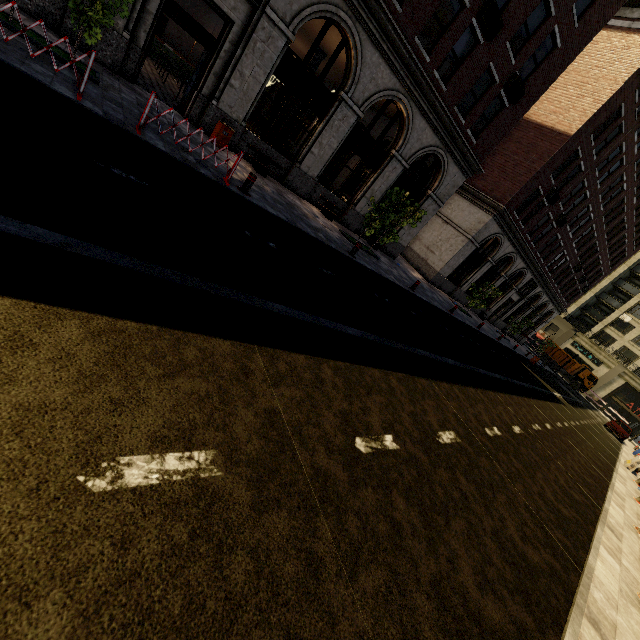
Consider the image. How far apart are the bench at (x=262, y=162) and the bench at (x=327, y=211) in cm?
234

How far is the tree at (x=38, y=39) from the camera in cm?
689

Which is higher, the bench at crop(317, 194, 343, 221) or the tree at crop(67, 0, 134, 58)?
the tree at crop(67, 0, 134, 58)

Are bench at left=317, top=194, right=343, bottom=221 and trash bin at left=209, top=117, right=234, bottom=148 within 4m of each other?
no

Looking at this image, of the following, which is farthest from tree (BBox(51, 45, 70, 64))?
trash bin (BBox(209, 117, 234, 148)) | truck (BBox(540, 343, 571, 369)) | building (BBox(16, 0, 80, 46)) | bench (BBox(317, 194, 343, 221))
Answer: trash bin (BBox(209, 117, 234, 148))

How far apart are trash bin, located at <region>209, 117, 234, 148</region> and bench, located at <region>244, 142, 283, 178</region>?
0.8 meters

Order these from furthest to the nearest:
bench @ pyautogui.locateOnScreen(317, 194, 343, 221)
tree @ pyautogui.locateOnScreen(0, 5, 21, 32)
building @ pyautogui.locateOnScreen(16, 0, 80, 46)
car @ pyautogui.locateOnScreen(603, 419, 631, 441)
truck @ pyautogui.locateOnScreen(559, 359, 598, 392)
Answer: truck @ pyautogui.locateOnScreen(559, 359, 598, 392) → car @ pyautogui.locateOnScreen(603, 419, 631, 441) → bench @ pyautogui.locateOnScreen(317, 194, 343, 221) → building @ pyautogui.locateOnScreen(16, 0, 80, 46) → tree @ pyautogui.locateOnScreen(0, 5, 21, 32)

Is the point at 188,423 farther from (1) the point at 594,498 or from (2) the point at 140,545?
(1) the point at 594,498
